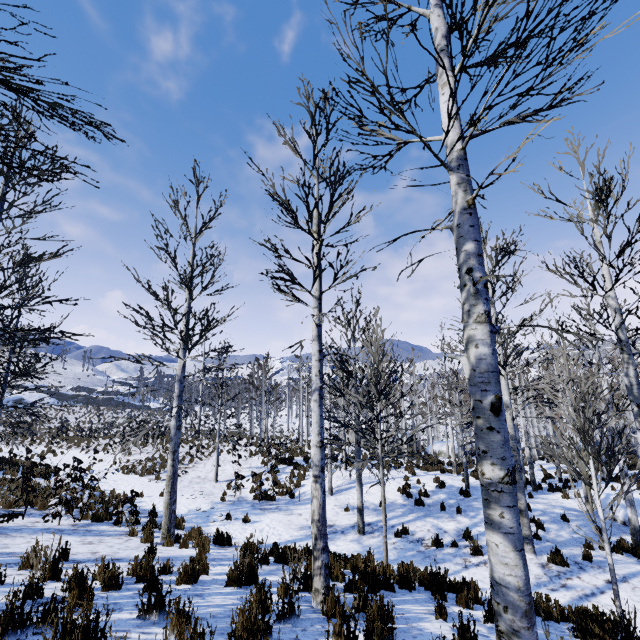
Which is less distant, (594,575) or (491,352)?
(491,352)

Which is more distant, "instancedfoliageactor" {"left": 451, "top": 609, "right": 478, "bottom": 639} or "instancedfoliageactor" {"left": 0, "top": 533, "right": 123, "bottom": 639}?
"instancedfoliageactor" {"left": 451, "top": 609, "right": 478, "bottom": 639}

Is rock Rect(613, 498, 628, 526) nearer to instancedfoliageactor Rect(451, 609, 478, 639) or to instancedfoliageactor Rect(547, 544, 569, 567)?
instancedfoliageactor Rect(451, 609, 478, 639)

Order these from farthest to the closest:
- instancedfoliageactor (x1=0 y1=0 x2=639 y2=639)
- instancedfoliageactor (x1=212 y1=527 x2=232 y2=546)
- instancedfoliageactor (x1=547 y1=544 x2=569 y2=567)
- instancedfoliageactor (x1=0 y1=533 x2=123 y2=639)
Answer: instancedfoliageactor (x1=212 y1=527 x2=232 y2=546)
instancedfoliageactor (x1=547 y1=544 x2=569 y2=567)
instancedfoliageactor (x1=0 y1=533 x2=123 y2=639)
instancedfoliageactor (x1=0 y1=0 x2=639 y2=639)

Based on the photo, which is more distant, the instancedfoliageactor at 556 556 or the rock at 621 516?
the rock at 621 516

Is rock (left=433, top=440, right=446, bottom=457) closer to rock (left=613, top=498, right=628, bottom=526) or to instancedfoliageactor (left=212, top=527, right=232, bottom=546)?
instancedfoliageactor (left=212, top=527, right=232, bottom=546)

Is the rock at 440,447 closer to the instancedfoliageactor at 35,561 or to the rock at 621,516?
the instancedfoliageactor at 35,561
